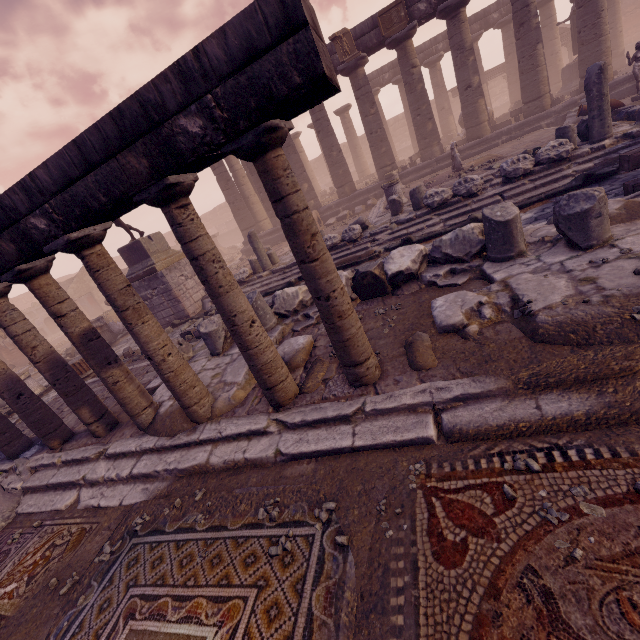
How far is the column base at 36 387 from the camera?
10.90m

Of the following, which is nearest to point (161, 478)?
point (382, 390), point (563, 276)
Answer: point (382, 390)

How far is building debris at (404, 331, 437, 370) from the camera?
3.2m

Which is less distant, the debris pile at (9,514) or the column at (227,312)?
the column at (227,312)

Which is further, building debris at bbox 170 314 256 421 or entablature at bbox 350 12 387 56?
entablature at bbox 350 12 387 56

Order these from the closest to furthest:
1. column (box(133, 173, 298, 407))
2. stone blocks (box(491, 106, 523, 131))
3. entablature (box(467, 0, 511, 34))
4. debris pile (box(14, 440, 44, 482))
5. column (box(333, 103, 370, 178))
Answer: column (box(133, 173, 298, 407))
debris pile (box(14, 440, 44, 482))
stone blocks (box(491, 106, 523, 131))
entablature (box(467, 0, 511, 34))
column (box(333, 103, 370, 178))

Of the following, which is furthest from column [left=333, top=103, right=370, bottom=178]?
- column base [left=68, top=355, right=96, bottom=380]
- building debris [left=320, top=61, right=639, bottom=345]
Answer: column base [left=68, top=355, right=96, bottom=380]

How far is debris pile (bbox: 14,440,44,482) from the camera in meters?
5.1
